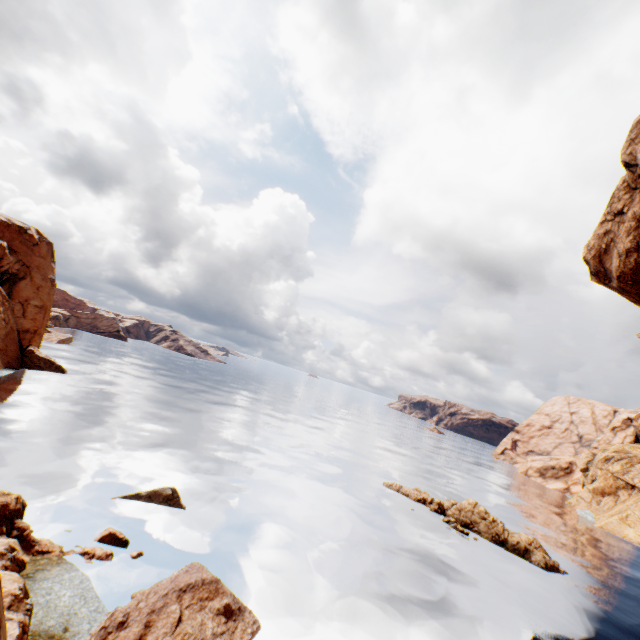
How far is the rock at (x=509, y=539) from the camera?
29.2m

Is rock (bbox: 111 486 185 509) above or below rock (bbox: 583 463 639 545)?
below

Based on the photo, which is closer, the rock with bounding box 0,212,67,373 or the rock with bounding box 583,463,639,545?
the rock with bounding box 0,212,67,373

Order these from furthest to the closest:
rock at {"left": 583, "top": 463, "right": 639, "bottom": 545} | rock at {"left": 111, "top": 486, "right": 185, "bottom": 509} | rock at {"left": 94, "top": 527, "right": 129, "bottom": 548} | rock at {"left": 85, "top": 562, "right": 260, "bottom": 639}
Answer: rock at {"left": 583, "top": 463, "right": 639, "bottom": 545} → rock at {"left": 111, "top": 486, "right": 185, "bottom": 509} → rock at {"left": 94, "top": 527, "right": 129, "bottom": 548} → rock at {"left": 85, "top": 562, "right": 260, "bottom": 639}

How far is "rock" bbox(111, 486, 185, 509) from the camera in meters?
20.0 m

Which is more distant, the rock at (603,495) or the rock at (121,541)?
the rock at (603,495)

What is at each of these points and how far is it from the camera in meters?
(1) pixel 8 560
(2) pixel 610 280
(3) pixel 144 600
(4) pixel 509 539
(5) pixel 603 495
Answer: (1) rock, 11.7 m
(2) rock, 21.2 m
(3) rock, 11.3 m
(4) rock, 30.3 m
(5) rock, 59.9 m
